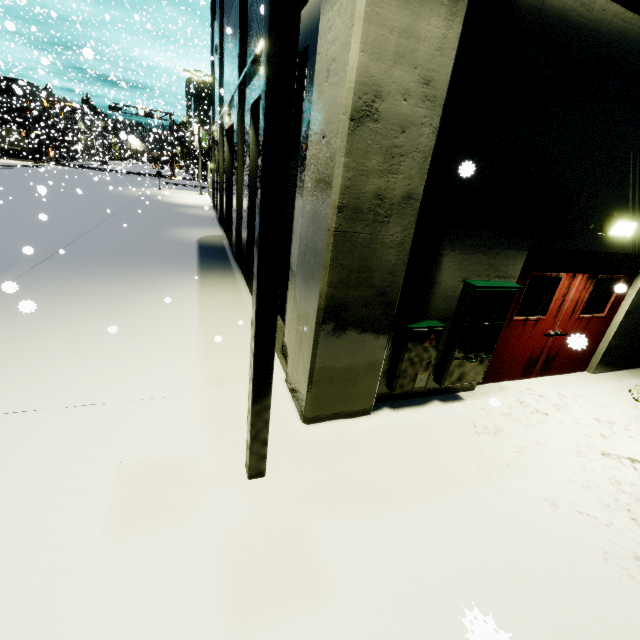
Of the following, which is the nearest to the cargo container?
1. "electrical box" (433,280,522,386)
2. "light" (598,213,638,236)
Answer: "electrical box" (433,280,522,386)

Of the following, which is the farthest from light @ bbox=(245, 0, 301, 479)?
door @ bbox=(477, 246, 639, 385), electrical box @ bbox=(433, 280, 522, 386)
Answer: door @ bbox=(477, 246, 639, 385)

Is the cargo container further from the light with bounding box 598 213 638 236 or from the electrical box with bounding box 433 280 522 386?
the light with bounding box 598 213 638 236

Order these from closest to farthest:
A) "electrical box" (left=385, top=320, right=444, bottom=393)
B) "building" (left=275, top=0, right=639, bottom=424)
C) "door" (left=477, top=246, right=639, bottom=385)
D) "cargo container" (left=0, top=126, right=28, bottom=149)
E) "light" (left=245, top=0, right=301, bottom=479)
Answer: "light" (left=245, top=0, right=301, bottom=479) → "building" (left=275, top=0, right=639, bottom=424) → "electrical box" (left=385, top=320, right=444, bottom=393) → "door" (left=477, top=246, right=639, bottom=385) → "cargo container" (left=0, top=126, right=28, bottom=149)

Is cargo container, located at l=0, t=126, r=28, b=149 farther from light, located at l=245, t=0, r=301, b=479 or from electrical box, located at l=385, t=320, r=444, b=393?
electrical box, located at l=385, t=320, r=444, b=393

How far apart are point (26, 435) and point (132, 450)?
1.1 meters

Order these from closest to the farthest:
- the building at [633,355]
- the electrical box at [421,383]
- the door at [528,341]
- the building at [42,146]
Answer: the electrical box at [421,383]
the door at [528,341]
the building at [633,355]
the building at [42,146]

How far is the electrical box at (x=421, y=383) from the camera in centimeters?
404cm
